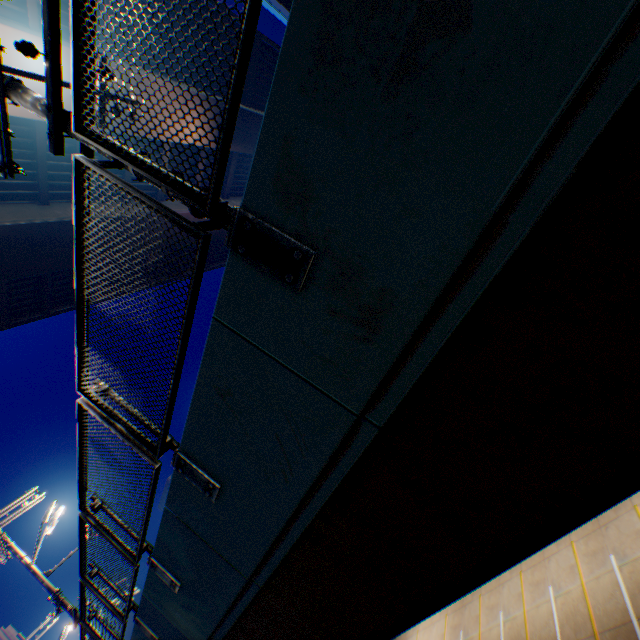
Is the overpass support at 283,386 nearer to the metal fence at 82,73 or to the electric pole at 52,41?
the metal fence at 82,73

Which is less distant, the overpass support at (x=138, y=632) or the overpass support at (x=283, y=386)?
the overpass support at (x=283, y=386)

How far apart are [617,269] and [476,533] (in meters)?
1.74

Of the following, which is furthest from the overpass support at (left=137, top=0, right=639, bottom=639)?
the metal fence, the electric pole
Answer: the electric pole

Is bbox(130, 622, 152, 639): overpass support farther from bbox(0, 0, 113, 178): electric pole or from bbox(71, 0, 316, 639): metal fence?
bbox(0, 0, 113, 178): electric pole

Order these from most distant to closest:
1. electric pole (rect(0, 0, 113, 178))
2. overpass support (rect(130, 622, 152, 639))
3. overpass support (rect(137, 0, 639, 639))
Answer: overpass support (rect(130, 622, 152, 639)) < electric pole (rect(0, 0, 113, 178)) < overpass support (rect(137, 0, 639, 639))
